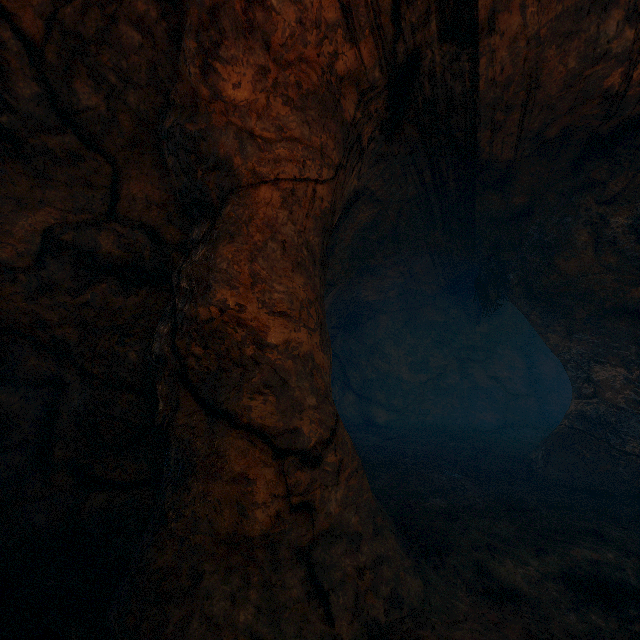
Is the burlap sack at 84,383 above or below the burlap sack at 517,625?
above

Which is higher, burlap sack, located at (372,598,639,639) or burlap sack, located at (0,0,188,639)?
burlap sack, located at (0,0,188,639)

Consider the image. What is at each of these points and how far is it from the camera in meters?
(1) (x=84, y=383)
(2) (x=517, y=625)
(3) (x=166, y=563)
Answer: (1) burlap sack, 3.3
(2) burlap sack, 2.4
(3) z, 2.4

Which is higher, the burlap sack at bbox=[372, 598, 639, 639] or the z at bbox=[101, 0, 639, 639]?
the z at bbox=[101, 0, 639, 639]

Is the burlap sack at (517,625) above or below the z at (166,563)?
below
